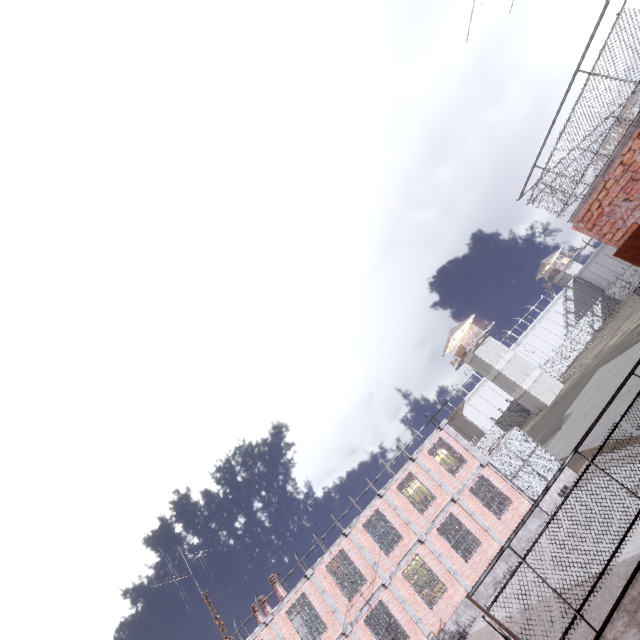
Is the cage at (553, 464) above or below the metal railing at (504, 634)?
below

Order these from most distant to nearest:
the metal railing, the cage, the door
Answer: the cage < the door < the metal railing

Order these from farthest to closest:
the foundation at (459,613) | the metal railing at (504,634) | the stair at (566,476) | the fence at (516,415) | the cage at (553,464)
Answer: the fence at (516,415)
the cage at (553,464)
the stair at (566,476)
the foundation at (459,613)
the metal railing at (504,634)

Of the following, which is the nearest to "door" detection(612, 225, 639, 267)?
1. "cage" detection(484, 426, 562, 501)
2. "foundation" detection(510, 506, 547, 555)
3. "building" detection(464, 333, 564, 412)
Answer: "cage" detection(484, 426, 562, 501)

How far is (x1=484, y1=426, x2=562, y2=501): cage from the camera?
18.86m

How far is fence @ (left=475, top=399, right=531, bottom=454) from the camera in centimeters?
4662cm

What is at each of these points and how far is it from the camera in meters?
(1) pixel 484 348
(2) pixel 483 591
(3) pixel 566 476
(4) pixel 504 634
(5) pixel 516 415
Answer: (1) building, 47.9 m
(2) foundation, 16.8 m
(3) stair, 18.8 m
(4) metal railing, 2.8 m
(5) fence, 48.1 m

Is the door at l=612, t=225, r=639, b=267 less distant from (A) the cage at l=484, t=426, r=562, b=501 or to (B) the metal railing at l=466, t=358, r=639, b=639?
(B) the metal railing at l=466, t=358, r=639, b=639
